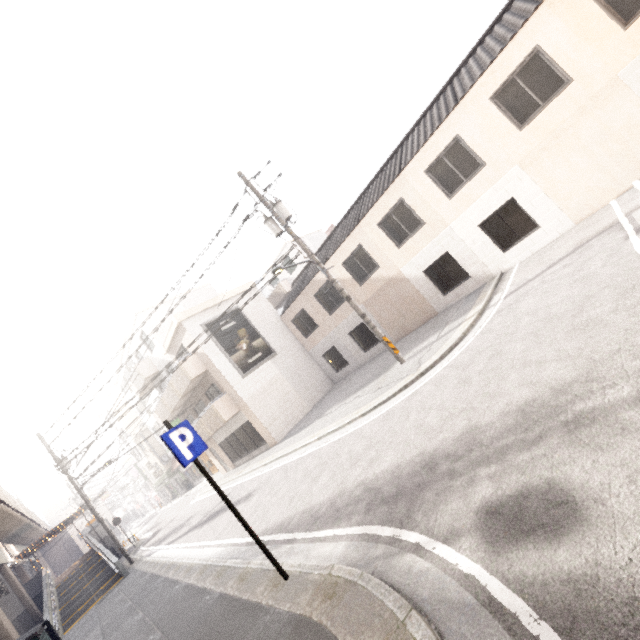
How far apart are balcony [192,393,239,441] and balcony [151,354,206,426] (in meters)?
1.58

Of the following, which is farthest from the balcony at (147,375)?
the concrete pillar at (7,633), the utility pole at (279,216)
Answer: the utility pole at (279,216)

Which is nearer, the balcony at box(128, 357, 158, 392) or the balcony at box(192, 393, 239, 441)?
the balcony at box(192, 393, 239, 441)

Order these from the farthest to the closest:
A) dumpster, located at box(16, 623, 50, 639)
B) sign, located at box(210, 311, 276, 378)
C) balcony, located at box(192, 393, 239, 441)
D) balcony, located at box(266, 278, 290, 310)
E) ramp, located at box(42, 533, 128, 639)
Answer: balcony, located at box(266, 278, 290, 310) < sign, located at box(210, 311, 276, 378) < balcony, located at box(192, 393, 239, 441) < ramp, located at box(42, 533, 128, 639) < dumpster, located at box(16, 623, 50, 639)

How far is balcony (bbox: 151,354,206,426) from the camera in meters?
18.0 m

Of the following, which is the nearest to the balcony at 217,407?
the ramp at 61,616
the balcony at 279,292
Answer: the ramp at 61,616

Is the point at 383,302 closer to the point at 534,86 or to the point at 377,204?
the point at 377,204

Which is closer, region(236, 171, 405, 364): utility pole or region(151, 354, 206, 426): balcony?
region(236, 171, 405, 364): utility pole
